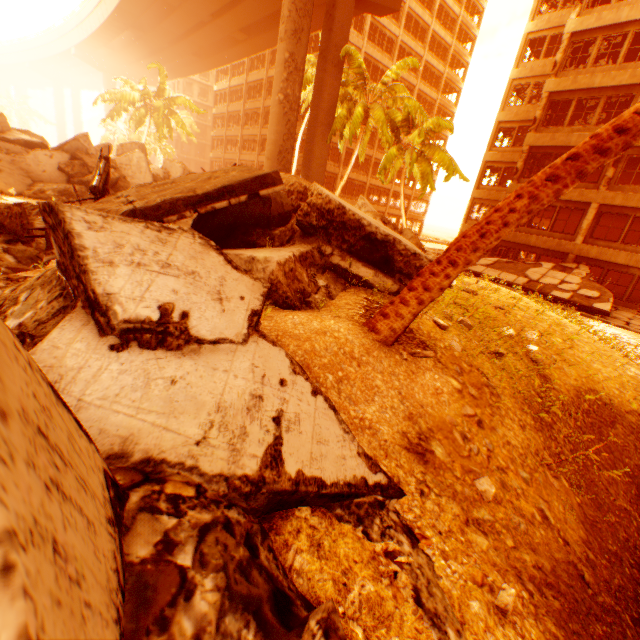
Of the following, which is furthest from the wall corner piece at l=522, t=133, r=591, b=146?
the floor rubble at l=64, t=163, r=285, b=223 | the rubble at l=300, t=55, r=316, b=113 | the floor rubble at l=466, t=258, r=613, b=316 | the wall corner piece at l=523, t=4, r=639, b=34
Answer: the floor rubble at l=64, t=163, r=285, b=223

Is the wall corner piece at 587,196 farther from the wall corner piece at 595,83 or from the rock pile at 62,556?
the rock pile at 62,556

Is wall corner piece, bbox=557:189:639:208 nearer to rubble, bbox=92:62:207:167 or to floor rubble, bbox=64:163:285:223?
rubble, bbox=92:62:207:167

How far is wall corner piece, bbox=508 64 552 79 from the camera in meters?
23.9 m

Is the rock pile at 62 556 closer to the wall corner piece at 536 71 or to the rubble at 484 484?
the rubble at 484 484

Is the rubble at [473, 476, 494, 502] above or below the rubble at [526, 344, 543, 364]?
below

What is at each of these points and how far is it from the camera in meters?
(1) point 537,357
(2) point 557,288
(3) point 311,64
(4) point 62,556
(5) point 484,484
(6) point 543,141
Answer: (1) rubble, 7.7 m
(2) floor rubble, 17.6 m
(3) rubble, 24.7 m
(4) rock pile, 0.7 m
(5) rubble, 3.7 m
(6) wall corner piece, 20.3 m

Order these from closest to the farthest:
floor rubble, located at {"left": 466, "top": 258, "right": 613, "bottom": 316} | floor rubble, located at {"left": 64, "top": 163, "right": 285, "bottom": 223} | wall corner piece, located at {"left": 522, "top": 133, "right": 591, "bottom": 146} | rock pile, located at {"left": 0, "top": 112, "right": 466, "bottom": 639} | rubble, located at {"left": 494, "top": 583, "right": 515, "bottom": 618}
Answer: rock pile, located at {"left": 0, "top": 112, "right": 466, "bottom": 639}
rubble, located at {"left": 494, "top": 583, "right": 515, "bottom": 618}
floor rubble, located at {"left": 64, "top": 163, "right": 285, "bottom": 223}
floor rubble, located at {"left": 466, "top": 258, "right": 613, "bottom": 316}
wall corner piece, located at {"left": 522, "top": 133, "right": 591, "bottom": 146}
